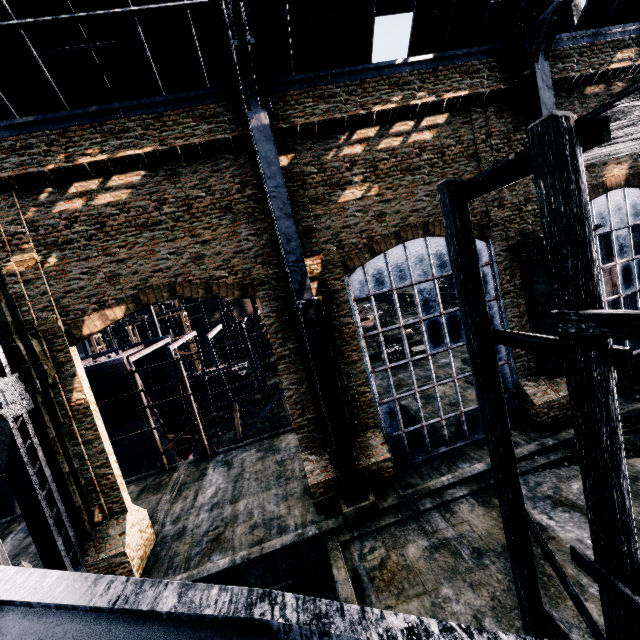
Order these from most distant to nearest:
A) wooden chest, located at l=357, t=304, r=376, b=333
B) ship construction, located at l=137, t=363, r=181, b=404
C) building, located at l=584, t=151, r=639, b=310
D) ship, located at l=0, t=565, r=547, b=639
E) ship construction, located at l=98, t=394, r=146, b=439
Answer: wooden chest, located at l=357, t=304, r=376, b=333 < ship construction, located at l=137, t=363, r=181, b=404 < ship construction, located at l=98, t=394, r=146, b=439 < building, located at l=584, t=151, r=639, b=310 < ship, located at l=0, t=565, r=547, b=639

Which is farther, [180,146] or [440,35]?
[440,35]

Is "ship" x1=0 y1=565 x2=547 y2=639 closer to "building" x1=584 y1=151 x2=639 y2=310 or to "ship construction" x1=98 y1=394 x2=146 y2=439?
"building" x1=584 y1=151 x2=639 y2=310

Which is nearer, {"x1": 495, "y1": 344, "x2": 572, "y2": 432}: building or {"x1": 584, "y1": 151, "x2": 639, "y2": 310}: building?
{"x1": 495, "y1": 344, "x2": 572, "y2": 432}: building

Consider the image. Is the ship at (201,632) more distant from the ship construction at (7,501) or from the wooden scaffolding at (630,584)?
the ship construction at (7,501)

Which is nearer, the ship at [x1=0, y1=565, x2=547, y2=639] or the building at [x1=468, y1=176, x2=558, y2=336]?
the ship at [x1=0, y1=565, x2=547, y2=639]

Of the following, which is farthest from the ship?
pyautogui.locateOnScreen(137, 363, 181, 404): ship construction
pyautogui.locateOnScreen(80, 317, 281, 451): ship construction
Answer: pyautogui.locateOnScreen(80, 317, 281, 451): ship construction

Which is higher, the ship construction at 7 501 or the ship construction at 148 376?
the ship construction at 148 376
